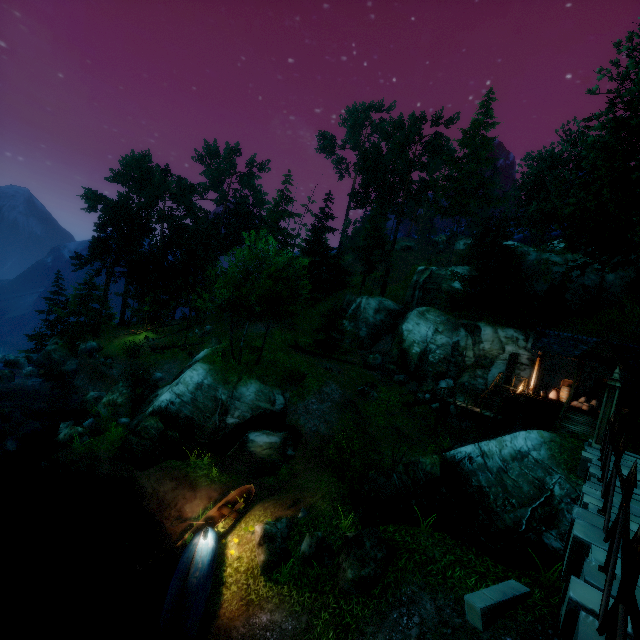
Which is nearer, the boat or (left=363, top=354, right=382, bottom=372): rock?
the boat

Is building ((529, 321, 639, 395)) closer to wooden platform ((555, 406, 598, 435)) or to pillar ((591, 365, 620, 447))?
wooden platform ((555, 406, 598, 435))

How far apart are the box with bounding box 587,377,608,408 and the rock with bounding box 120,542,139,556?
26.76m

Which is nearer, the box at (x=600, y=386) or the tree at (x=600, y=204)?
the tree at (x=600, y=204)

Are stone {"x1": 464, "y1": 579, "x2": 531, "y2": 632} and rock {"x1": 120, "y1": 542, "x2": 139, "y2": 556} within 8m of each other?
no

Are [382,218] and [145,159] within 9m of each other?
no

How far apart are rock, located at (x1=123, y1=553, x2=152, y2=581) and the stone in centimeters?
1171cm

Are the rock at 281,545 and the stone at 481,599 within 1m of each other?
no
